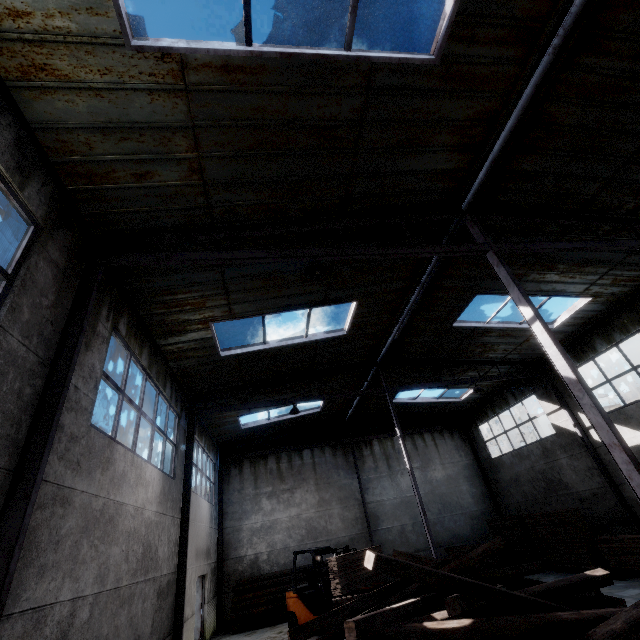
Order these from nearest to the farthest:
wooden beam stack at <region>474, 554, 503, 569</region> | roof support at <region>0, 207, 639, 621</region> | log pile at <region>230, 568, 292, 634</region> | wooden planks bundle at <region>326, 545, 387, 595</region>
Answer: roof support at <region>0, 207, 639, 621</region>
wooden planks bundle at <region>326, 545, 387, 595</region>
log pile at <region>230, 568, 292, 634</region>
wooden beam stack at <region>474, 554, 503, 569</region>

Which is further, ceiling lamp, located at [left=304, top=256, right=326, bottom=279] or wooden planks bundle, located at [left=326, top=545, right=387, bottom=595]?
wooden planks bundle, located at [left=326, top=545, right=387, bottom=595]

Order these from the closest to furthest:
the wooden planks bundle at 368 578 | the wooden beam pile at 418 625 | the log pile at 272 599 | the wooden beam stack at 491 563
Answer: the wooden beam pile at 418 625 < the wooden planks bundle at 368 578 < the log pile at 272 599 < the wooden beam stack at 491 563

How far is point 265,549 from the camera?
16.59m

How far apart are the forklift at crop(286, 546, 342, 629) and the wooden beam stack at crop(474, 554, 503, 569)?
6.41m

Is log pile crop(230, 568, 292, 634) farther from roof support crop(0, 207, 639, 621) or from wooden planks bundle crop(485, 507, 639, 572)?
roof support crop(0, 207, 639, 621)

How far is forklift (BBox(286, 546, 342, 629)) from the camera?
11.02m

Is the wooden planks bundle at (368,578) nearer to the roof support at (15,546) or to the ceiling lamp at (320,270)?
the roof support at (15,546)
